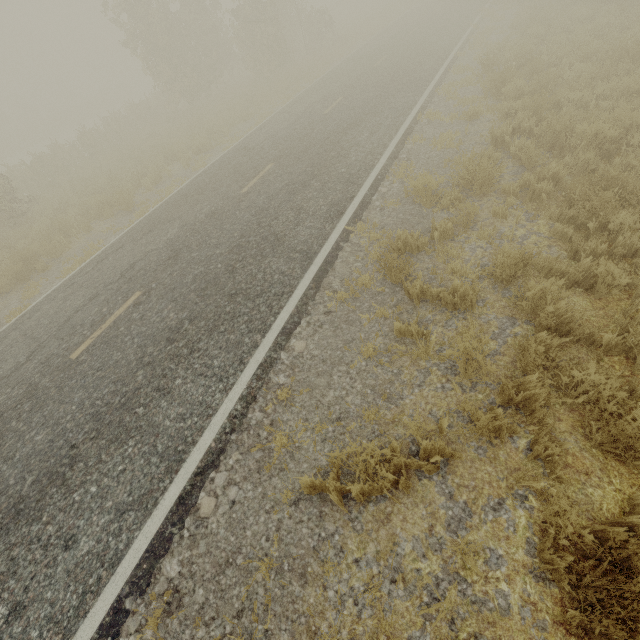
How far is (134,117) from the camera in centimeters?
2225cm
